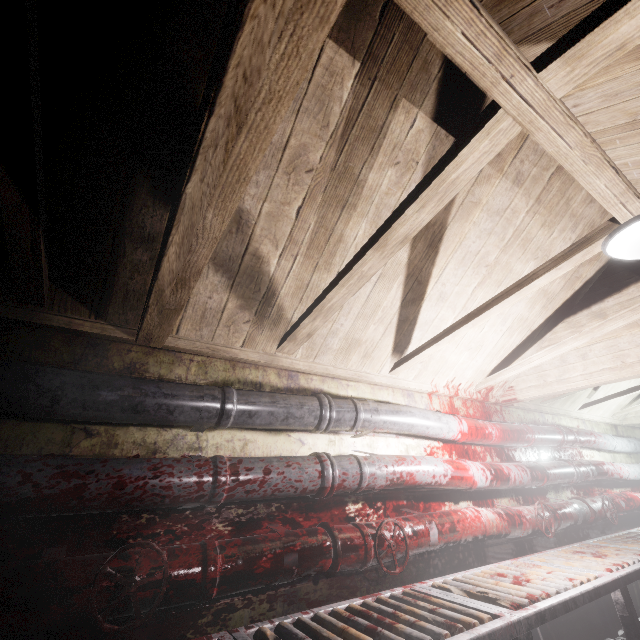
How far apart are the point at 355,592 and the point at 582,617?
2.38m

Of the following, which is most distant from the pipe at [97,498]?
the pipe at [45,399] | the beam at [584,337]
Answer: the beam at [584,337]

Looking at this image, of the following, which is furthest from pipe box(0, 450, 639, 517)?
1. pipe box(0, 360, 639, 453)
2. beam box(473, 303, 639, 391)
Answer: beam box(473, 303, 639, 391)

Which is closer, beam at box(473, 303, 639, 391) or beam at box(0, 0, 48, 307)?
beam at box(0, 0, 48, 307)

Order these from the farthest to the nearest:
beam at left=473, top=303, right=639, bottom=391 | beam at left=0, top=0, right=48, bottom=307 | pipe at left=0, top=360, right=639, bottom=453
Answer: beam at left=473, top=303, right=639, bottom=391, pipe at left=0, top=360, right=639, bottom=453, beam at left=0, top=0, right=48, bottom=307

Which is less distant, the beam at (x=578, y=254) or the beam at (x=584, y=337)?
the beam at (x=578, y=254)

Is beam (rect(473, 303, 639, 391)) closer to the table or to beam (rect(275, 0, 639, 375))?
beam (rect(275, 0, 639, 375))

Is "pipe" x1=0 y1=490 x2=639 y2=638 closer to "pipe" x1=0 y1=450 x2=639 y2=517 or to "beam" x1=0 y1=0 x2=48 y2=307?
"pipe" x1=0 y1=450 x2=639 y2=517
